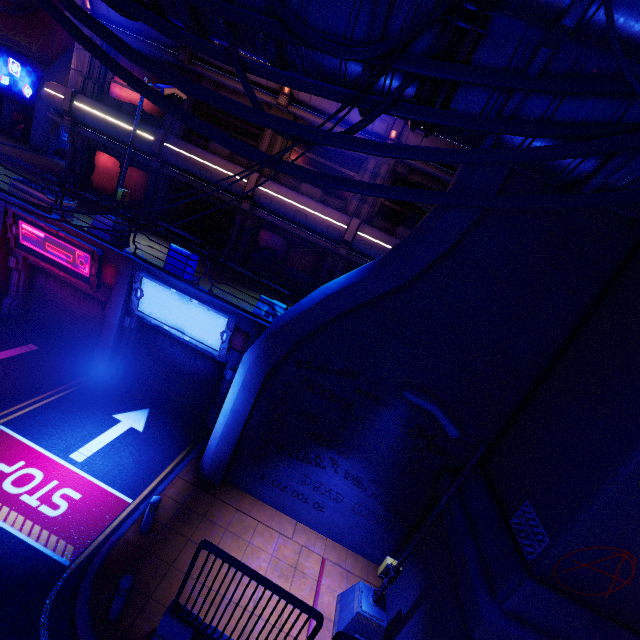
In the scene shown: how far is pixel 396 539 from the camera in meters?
9.3

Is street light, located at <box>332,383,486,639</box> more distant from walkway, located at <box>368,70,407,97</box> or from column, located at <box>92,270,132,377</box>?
column, located at <box>92,270,132,377</box>

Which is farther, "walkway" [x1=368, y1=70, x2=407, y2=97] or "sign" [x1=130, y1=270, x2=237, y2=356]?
"sign" [x1=130, y1=270, x2=237, y2=356]

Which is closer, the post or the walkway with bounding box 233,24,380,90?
the walkway with bounding box 233,24,380,90

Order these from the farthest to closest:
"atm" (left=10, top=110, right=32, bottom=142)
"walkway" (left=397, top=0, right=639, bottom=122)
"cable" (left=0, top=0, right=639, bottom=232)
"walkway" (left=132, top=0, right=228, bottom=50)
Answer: "atm" (left=10, top=110, right=32, bottom=142) → "walkway" (left=132, top=0, right=228, bottom=50) → "cable" (left=0, top=0, right=639, bottom=232) → "walkway" (left=397, top=0, right=639, bottom=122)

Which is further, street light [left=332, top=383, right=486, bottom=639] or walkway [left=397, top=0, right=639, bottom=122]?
street light [left=332, top=383, right=486, bottom=639]

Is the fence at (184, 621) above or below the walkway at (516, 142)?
below

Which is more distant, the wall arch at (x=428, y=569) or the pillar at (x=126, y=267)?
the pillar at (x=126, y=267)
